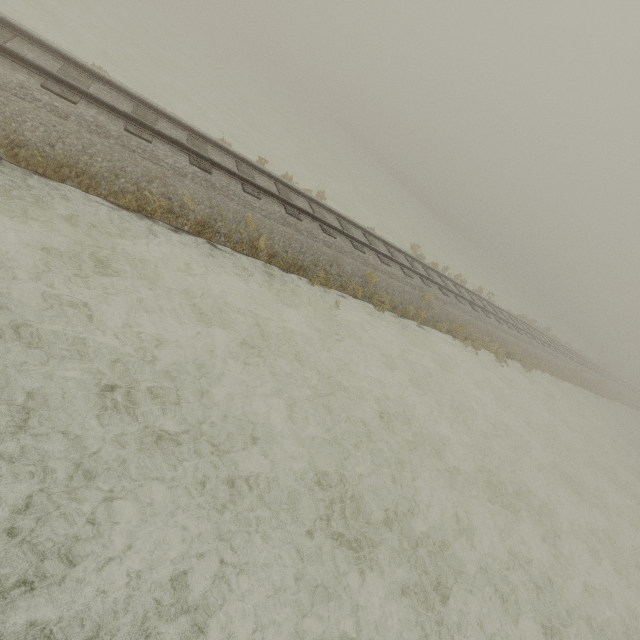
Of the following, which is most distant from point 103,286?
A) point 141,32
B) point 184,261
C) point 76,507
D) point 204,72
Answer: point 204,72
